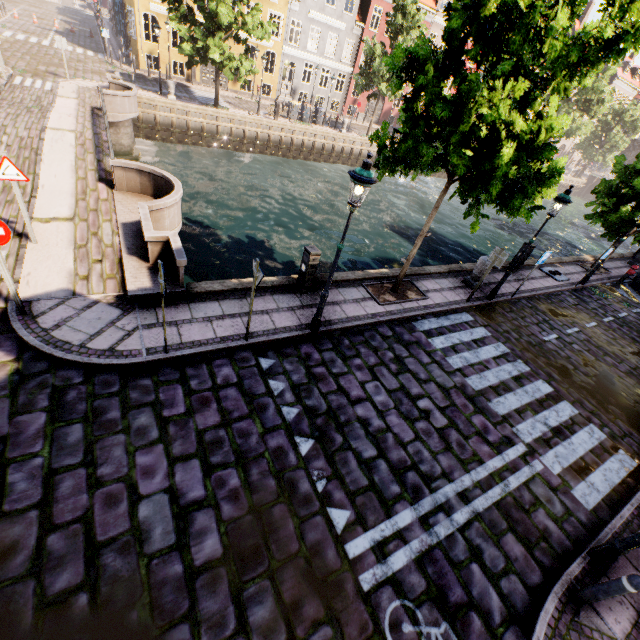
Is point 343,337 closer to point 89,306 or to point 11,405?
point 89,306

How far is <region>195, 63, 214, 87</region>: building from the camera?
28.3m

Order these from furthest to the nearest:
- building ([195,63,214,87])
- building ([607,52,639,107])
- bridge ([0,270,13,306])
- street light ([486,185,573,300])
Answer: building ([607,52,639,107]) < building ([195,63,214,87]) < street light ([486,185,573,300]) < bridge ([0,270,13,306])

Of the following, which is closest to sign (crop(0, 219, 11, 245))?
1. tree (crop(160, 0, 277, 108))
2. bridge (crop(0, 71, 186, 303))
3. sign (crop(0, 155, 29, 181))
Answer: bridge (crop(0, 71, 186, 303))

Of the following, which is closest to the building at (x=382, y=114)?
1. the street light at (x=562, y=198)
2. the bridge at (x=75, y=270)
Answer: the bridge at (x=75, y=270)

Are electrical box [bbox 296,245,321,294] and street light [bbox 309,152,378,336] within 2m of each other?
yes

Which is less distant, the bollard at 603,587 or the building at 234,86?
the bollard at 603,587

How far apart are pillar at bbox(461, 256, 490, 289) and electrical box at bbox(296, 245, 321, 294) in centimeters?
620cm
